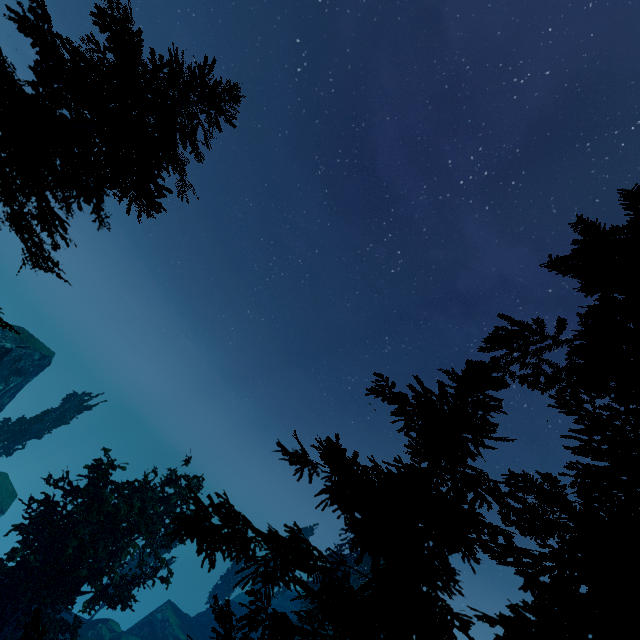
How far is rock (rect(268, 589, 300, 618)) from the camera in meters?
50.1 m

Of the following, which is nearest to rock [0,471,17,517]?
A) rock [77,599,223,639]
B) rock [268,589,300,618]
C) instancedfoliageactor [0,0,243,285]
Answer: instancedfoliageactor [0,0,243,285]

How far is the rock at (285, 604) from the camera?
50.15m

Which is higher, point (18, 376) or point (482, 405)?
point (482, 405)

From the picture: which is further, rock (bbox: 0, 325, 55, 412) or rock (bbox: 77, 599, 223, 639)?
rock (bbox: 77, 599, 223, 639)

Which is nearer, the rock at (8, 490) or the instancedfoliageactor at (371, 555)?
the instancedfoliageactor at (371, 555)

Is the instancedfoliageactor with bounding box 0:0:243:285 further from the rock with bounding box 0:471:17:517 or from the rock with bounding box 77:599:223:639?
the rock with bounding box 77:599:223:639
